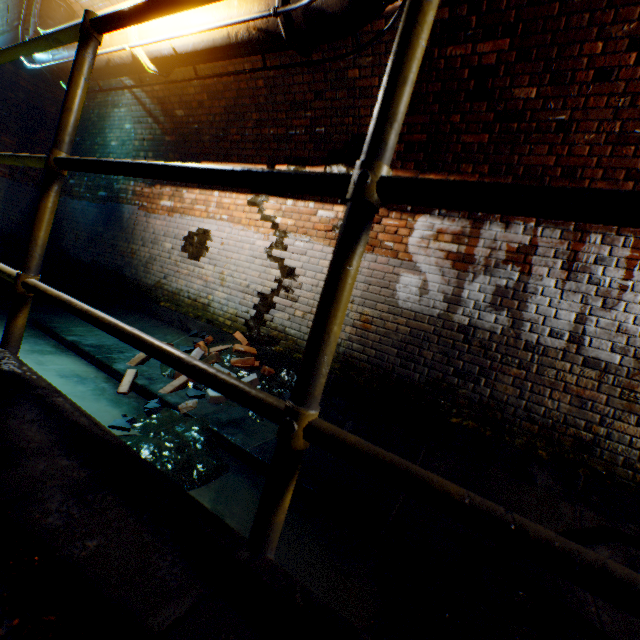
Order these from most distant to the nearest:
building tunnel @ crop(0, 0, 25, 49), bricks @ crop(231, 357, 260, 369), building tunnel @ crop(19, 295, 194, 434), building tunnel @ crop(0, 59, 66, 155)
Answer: building tunnel @ crop(0, 0, 25, 49) → building tunnel @ crop(0, 59, 66, 155) → bricks @ crop(231, 357, 260, 369) → building tunnel @ crop(19, 295, 194, 434)

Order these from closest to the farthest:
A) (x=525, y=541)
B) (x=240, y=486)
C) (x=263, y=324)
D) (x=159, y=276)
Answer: (x=525, y=541) → (x=240, y=486) → (x=263, y=324) → (x=159, y=276)

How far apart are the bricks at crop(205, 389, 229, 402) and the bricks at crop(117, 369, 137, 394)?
0.64m

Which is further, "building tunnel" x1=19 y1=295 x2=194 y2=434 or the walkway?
"building tunnel" x1=19 y1=295 x2=194 y2=434

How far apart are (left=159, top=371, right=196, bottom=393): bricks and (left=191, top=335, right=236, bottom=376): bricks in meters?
0.2 m

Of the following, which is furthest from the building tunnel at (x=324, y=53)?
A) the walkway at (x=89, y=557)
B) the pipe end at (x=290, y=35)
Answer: the pipe end at (x=290, y=35)

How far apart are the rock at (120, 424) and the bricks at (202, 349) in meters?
0.4

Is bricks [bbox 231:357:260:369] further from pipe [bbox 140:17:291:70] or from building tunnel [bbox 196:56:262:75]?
pipe [bbox 140:17:291:70]
